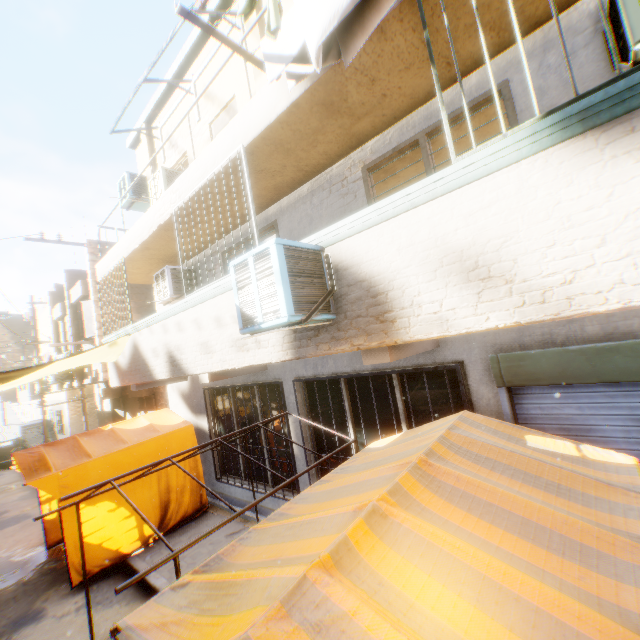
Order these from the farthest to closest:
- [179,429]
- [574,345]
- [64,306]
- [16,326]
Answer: [16,326] < [64,306] < [179,429] < [574,345]

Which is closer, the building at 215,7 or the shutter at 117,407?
the building at 215,7

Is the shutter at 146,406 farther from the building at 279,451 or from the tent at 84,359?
the tent at 84,359

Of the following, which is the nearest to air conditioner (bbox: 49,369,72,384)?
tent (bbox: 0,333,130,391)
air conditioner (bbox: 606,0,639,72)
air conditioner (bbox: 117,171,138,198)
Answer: tent (bbox: 0,333,130,391)

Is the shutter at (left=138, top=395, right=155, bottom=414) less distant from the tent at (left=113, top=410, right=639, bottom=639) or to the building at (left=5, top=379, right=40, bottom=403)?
the building at (left=5, top=379, right=40, bottom=403)

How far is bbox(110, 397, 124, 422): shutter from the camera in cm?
1499

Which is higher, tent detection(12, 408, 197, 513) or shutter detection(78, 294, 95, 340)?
shutter detection(78, 294, 95, 340)
